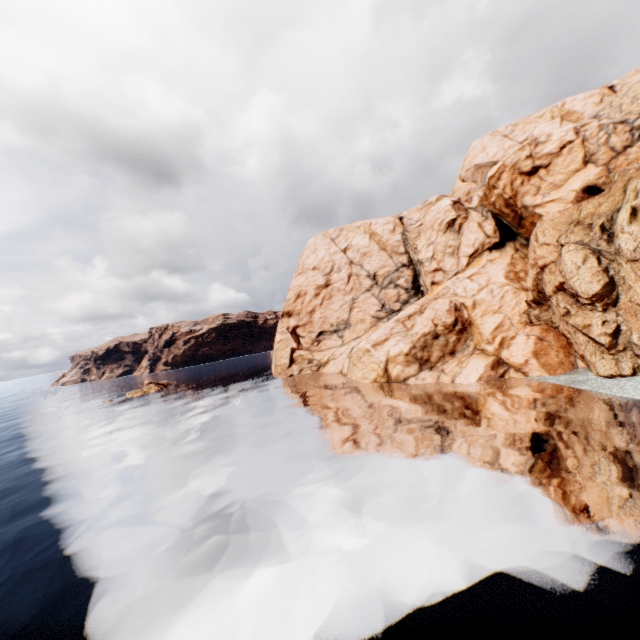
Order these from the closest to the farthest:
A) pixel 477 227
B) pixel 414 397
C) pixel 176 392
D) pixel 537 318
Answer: pixel 414 397 → pixel 537 318 → pixel 477 227 → pixel 176 392
